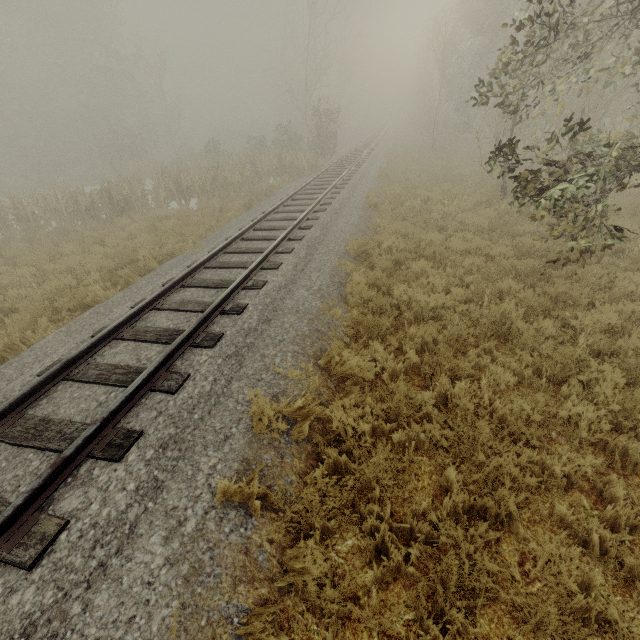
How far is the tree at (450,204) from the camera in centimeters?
1149cm

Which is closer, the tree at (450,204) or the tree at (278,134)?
the tree at (450,204)

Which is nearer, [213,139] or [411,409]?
[411,409]

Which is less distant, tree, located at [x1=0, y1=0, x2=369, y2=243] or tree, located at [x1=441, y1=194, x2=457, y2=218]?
tree, located at [x1=441, y1=194, x2=457, y2=218]

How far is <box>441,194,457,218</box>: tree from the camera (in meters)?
11.49

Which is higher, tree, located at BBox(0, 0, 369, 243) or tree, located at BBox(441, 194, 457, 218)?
tree, located at BBox(0, 0, 369, 243)
